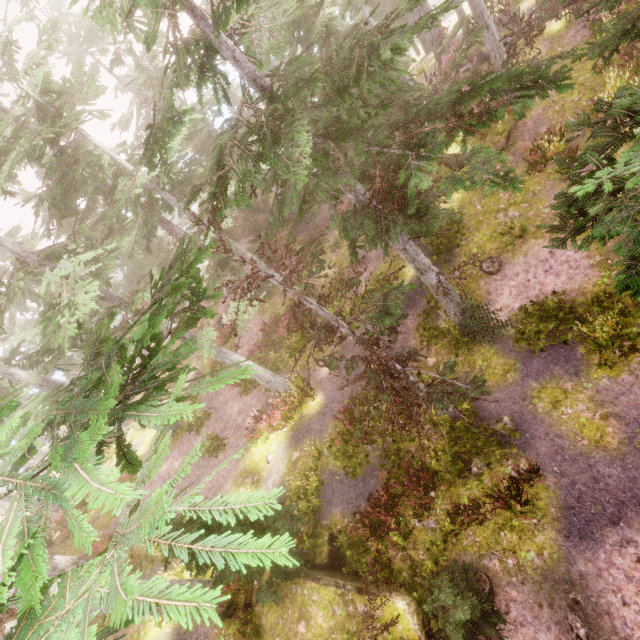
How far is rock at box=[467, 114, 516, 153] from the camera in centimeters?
A: 1467cm

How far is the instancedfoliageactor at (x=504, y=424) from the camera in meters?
10.2 m

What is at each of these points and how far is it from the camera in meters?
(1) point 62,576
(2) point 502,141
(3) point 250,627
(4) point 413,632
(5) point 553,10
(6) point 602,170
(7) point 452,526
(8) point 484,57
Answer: (1) instancedfoliageactor, 2.2
(2) rock, 14.6
(3) instancedfoliageactor, 10.2
(4) rock, 7.5
(5) tree, 14.8
(6) instancedfoliageactor, 4.7
(7) instancedfoliageactor, 9.5
(8) tree, 15.4

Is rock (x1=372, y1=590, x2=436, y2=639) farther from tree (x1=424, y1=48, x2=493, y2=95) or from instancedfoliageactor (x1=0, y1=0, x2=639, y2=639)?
tree (x1=424, y1=48, x2=493, y2=95)

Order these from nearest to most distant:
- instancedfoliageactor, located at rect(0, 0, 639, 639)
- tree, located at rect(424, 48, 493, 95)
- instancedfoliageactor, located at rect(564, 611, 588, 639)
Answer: instancedfoliageactor, located at rect(0, 0, 639, 639) < instancedfoliageactor, located at rect(564, 611, 588, 639) < tree, located at rect(424, 48, 493, 95)

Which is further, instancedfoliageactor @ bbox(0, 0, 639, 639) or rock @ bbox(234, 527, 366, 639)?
rock @ bbox(234, 527, 366, 639)

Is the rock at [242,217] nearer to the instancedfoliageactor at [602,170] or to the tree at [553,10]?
the instancedfoliageactor at [602,170]

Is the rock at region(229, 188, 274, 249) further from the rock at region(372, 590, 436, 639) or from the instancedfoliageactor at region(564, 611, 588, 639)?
the rock at region(372, 590, 436, 639)
